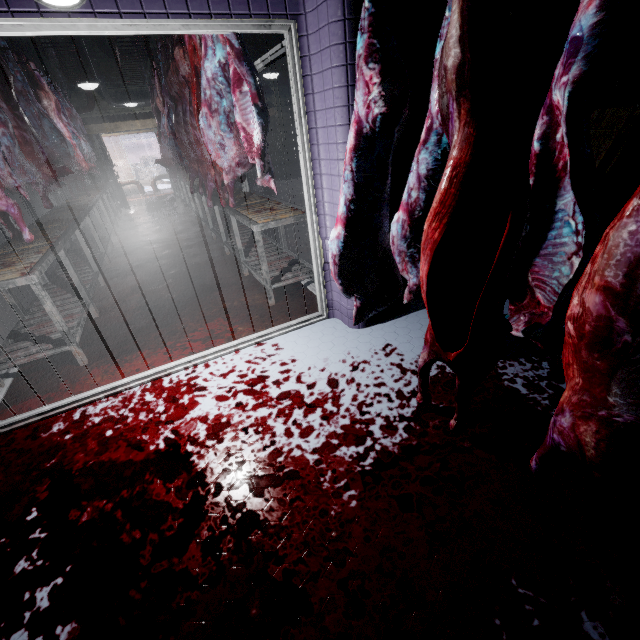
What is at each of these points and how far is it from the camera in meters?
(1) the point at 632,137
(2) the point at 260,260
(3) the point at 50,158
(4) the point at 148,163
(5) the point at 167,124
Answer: (1) pallet, 2.3 m
(2) table, 2.9 m
(3) meat, 3.8 m
(4) instancedfoliageactor, 18.7 m
(5) meat, 5.6 m

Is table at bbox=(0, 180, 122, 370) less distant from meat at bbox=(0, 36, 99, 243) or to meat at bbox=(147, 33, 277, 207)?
meat at bbox=(0, 36, 99, 243)

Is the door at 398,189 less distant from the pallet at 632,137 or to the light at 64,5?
the light at 64,5

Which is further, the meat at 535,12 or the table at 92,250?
the table at 92,250

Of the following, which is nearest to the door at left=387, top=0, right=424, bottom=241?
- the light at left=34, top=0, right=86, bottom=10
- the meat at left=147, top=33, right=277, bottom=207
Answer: the light at left=34, top=0, right=86, bottom=10

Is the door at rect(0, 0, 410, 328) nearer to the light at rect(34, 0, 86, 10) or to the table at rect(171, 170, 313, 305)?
the light at rect(34, 0, 86, 10)

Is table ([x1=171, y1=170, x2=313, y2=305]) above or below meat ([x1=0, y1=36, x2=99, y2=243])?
below

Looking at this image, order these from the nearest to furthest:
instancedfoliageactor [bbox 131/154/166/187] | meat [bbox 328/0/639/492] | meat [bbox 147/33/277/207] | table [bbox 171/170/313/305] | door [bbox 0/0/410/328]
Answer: meat [bbox 328/0/639/492] < door [bbox 0/0/410/328] < meat [bbox 147/33/277/207] < table [bbox 171/170/313/305] < instancedfoliageactor [bbox 131/154/166/187]
